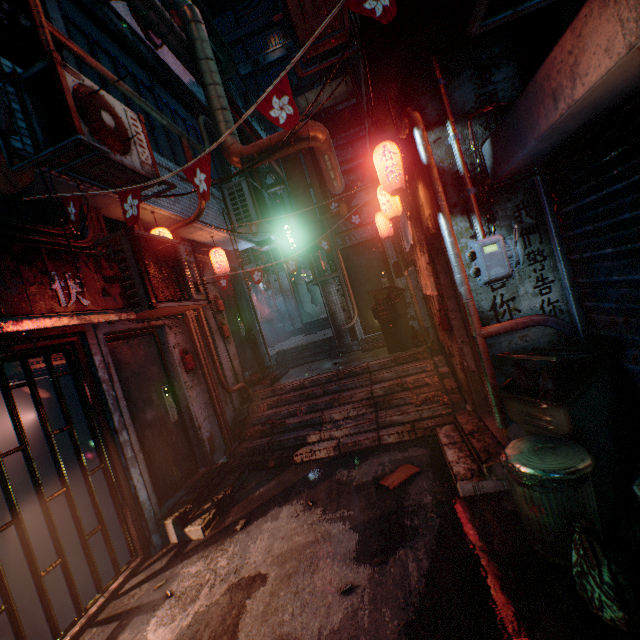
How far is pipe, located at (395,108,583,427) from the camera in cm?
253

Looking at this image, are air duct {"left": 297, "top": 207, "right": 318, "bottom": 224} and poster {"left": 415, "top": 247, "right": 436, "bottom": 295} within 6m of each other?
yes

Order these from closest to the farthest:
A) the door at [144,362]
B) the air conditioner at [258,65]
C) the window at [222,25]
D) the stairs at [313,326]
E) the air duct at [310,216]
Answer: the door at [144,362]
the air duct at [310,216]
the stairs at [313,326]
the air conditioner at [258,65]
the window at [222,25]

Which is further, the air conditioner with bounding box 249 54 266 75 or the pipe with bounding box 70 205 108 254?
the air conditioner with bounding box 249 54 266 75

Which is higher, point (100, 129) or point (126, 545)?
point (100, 129)

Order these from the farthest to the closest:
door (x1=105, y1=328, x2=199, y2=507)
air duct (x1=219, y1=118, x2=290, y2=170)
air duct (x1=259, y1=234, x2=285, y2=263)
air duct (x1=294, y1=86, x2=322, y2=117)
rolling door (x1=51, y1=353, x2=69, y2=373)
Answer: air duct (x1=259, y1=234, x2=285, y2=263) → air duct (x1=294, y1=86, x2=322, y2=117) → air duct (x1=219, y1=118, x2=290, y2=170) → door (x1=105, y1=328, x2=199, y2=507) → rolling door (x1=51, y1=353, x2=69, y2=373)

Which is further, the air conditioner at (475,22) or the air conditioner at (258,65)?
the air conditioner at (258,65)

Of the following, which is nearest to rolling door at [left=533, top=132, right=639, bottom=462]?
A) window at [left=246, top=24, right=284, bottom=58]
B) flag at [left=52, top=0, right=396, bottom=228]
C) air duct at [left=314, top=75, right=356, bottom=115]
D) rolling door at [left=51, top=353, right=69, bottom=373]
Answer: flag at [left=52, top=0, right=396, bottom=228]
